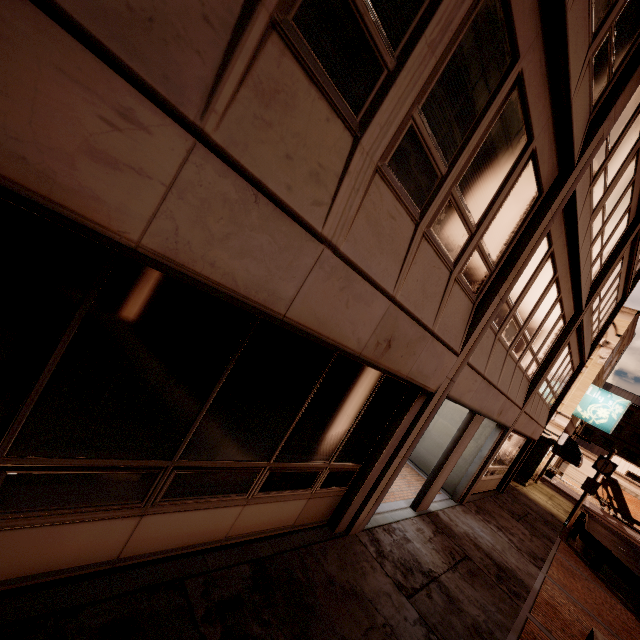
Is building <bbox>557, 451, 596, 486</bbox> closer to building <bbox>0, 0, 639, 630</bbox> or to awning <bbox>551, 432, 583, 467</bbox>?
awning <bbox>551, 432, 583, 467</bbox>

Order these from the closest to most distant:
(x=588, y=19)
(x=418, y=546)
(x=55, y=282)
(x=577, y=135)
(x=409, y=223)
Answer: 1. (x=55, y=282)
2. (x=409, y=223)
3. (x=588, y=19)
4. (x=577, y=135)
5. (x=418, y=546)

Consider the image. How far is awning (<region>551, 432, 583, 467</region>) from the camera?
19.98m

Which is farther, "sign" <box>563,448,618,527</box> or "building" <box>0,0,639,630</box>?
"sign" <box>563,448,618,527</box>

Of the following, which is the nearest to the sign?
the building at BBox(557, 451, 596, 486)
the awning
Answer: the awning

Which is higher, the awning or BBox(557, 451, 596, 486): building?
the awning

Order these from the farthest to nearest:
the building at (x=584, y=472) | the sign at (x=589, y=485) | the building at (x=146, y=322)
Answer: the building at (x=584, y=472) < the sign at (x=589, y=485) < the building at (x=146, y=322)

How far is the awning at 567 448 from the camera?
19.98m
